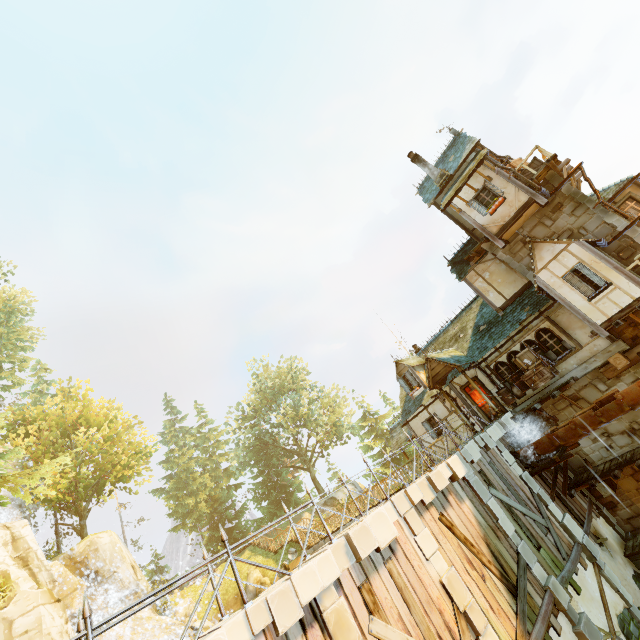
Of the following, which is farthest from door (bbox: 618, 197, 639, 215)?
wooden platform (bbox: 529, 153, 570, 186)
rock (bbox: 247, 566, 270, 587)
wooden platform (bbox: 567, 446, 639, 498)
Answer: rock (bbox: 247, 566, 270, 587)

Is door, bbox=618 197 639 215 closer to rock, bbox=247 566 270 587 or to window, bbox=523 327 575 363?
window, bbox=523 327 575 363

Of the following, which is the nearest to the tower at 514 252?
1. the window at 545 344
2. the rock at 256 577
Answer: the window at 545 344

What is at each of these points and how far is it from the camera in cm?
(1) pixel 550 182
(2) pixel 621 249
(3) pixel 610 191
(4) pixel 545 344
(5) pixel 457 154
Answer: (1) tower, 1451
(2) tower, 1312
(3) building, 1614
(4) window, 1475
(5) building, 1888

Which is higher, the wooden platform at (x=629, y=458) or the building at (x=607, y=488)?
the wooden platform at (x=629, y=458)

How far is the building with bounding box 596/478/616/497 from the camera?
12.9m

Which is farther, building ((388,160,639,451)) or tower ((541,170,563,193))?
tower ((541,170,563,193))

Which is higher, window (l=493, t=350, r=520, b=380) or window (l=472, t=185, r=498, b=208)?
window (l=472, t=185, r=498, b=208)
